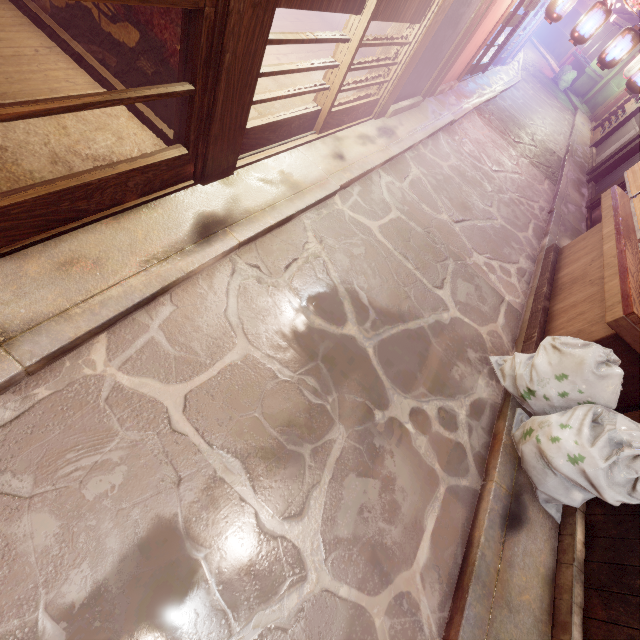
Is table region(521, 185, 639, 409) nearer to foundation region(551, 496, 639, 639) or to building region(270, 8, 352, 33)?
foundation region(551, 496, 639, 639)

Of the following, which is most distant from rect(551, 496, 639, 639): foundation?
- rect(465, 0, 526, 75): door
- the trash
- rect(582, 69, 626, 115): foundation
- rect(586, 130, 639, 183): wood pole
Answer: rect(582, 69, 626, 115): foundation

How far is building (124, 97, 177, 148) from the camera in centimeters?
556cm

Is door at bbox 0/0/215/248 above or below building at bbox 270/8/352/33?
above

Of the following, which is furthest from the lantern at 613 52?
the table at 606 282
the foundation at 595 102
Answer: the foundation at 595 102

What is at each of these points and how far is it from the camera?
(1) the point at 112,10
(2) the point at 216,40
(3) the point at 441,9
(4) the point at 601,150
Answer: (1) building, 5.07m
(2) door frame, 3.97m
(3) wood pole, 8.16m
(4) foundation, 22.61m

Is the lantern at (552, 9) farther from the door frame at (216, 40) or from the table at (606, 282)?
the door frame at (216, 40)

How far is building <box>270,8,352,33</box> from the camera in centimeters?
1093cm
